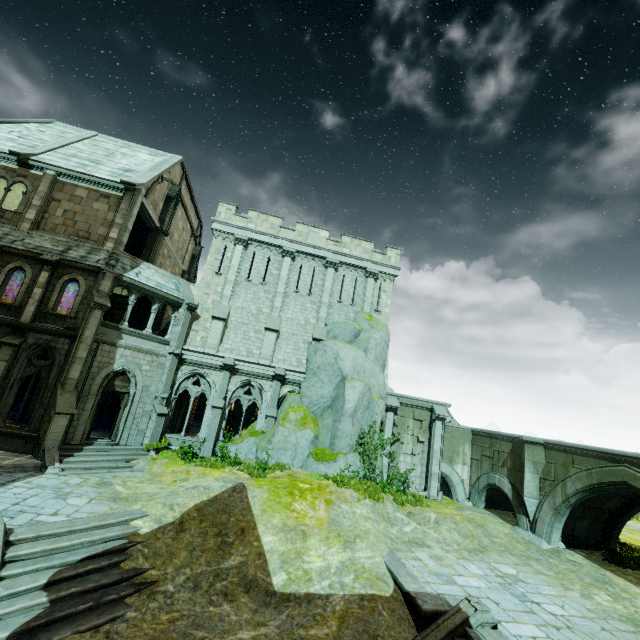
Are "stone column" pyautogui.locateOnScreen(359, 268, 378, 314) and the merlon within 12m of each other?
no

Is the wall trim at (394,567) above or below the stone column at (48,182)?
below

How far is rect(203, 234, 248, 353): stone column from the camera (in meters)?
20.00

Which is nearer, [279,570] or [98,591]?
[98,591]

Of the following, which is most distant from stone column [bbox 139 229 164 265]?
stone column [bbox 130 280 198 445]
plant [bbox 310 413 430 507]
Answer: plant [bbox 310 413 430 507]

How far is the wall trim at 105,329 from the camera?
16.53m

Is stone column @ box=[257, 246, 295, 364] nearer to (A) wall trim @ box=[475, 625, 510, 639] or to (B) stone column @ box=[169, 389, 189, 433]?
(B) stone column @ box=[169, 389, 189, 433]

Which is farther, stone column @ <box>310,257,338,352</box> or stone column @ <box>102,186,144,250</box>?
stone column @ <box>310,257,338,352</box>
